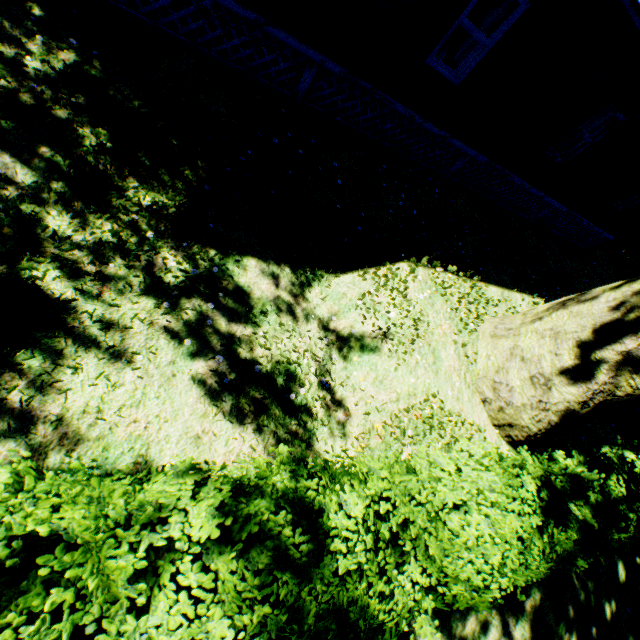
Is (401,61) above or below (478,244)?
above

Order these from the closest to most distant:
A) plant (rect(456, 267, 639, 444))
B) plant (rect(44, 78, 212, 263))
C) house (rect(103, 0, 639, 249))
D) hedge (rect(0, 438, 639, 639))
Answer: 1. hedge (rect(0, 438, 639, 639))
2. plant (rect(44, 78, 212, 263))
3. plant (rect(456, 267, 639, 444))
4. house (rect(103, 0, 639, 249))

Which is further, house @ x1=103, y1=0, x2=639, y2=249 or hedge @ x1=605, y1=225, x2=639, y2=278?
hedge @ x1=605, y1=225, x2=639, y2=278

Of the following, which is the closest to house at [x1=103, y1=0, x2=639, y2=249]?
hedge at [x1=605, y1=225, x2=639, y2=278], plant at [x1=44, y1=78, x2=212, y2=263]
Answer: plant at [x1=44, y1=78, x2=212, y2=263]

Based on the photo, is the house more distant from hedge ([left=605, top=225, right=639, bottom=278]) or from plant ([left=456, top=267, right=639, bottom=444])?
hedge ([left=605, top=225, right=639, bottom=278])

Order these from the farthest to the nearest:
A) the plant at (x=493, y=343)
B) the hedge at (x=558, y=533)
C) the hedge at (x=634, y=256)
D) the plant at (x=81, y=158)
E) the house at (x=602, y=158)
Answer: the hedge at (x=634, y=256) → the house at (x=602, y=158) → the plant at (x=493, y=343) → the plant at (x=81, y=158) → the hedge at (x=558, y=533)

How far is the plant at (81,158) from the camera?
3.92m
